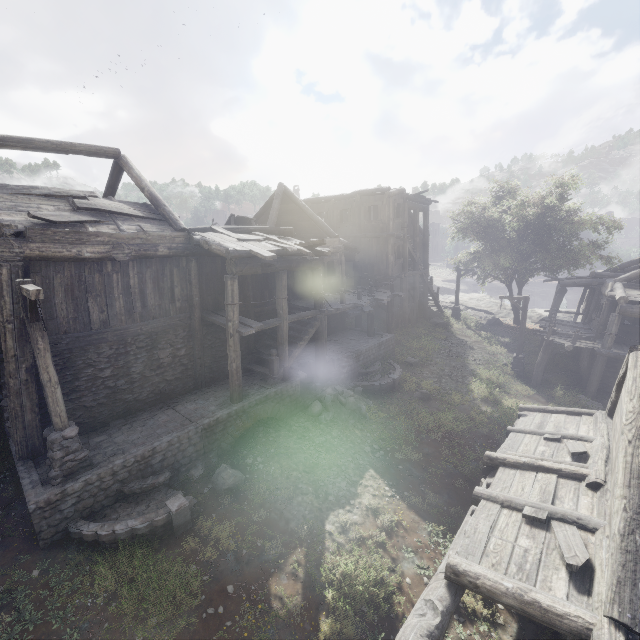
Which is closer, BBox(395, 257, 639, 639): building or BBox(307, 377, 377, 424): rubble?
BBox(395, 257, 639, 639): building

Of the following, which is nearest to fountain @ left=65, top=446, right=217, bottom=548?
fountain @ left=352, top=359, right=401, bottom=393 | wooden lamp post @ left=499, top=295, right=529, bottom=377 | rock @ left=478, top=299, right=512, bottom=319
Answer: fountain @ left=352, top=359, right=401, bottom=393

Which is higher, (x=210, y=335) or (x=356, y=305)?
(x=356, y=305)

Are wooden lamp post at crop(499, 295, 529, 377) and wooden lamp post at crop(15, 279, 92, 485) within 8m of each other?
no

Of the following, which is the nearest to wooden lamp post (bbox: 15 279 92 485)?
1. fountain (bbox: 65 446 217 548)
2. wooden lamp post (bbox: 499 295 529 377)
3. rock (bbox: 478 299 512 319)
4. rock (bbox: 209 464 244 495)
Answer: fountain (bbox: 65 446 217 548)

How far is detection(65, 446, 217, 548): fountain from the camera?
7.3m

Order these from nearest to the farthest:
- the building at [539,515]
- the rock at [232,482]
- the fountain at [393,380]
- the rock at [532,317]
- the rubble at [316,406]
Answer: the building at [539,515] < the rock at [232,482] < the rubble at [316,406] < the fountain at [393,380] < the rock at [532,317]

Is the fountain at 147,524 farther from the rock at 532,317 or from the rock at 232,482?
the rock at 532,317
